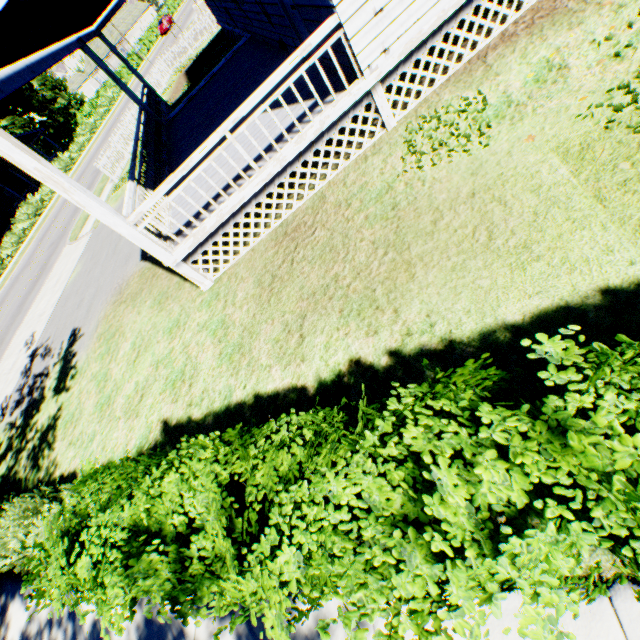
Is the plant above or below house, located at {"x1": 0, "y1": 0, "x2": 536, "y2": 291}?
above

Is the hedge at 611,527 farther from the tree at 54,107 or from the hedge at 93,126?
the tree at 54,107

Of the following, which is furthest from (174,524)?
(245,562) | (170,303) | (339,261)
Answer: (170,303)

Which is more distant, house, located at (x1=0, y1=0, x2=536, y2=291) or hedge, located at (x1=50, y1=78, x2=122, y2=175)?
hedge, located at (x1=50, y1=78, x2=122, y2=175)

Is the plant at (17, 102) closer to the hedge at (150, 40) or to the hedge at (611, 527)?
the hedge at (150, 40)

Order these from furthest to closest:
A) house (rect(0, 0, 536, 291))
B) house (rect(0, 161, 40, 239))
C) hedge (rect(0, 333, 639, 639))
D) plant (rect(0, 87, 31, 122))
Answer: house (rect(0, 161, 40, 239)) → plant (rect(0, 87, 31, 122)) → house (rect(0, 0, 536, 291)) → hedge (rect(0, 333, 639, 639))

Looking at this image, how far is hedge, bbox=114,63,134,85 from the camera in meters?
44.4
